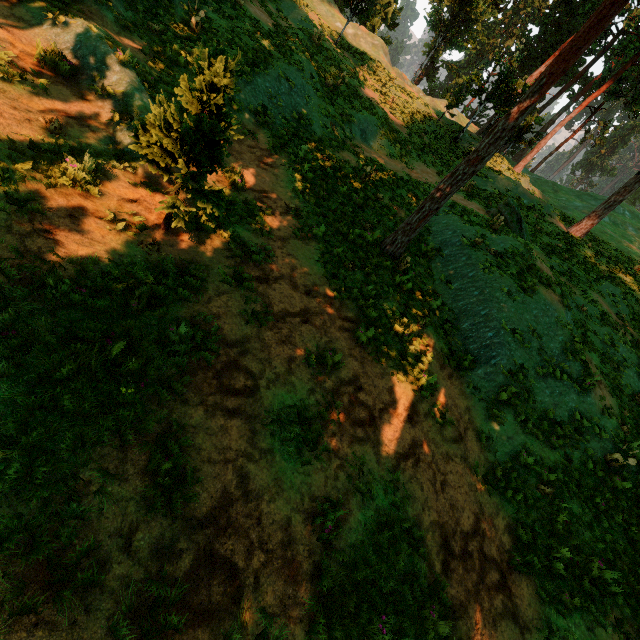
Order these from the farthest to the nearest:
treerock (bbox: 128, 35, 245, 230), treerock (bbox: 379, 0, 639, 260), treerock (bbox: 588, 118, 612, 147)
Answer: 1. treerock (bbox: 588, 118, 612, 147)
2. treerock (bbox: 379, 0, 639, 260)
3. treerock (bbox: 128, 35, 245, 230)

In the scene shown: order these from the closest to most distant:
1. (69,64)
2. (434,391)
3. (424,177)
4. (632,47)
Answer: (69,64)
(434,391)
(424,177)
(632,47)

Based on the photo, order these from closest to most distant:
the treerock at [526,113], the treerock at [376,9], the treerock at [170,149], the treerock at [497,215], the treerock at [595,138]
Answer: the treerock at [170,149] < the treerock at [526,113] < the treerock at [497,215] < the treerock at [376,9] < the treerock at [595,138]

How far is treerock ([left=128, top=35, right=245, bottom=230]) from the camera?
5.0m

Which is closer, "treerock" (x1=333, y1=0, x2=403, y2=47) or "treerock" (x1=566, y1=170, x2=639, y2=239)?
"treerock" (x1=566, y1=170, x2=639, y2=239)

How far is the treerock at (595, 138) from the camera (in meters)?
51.78
